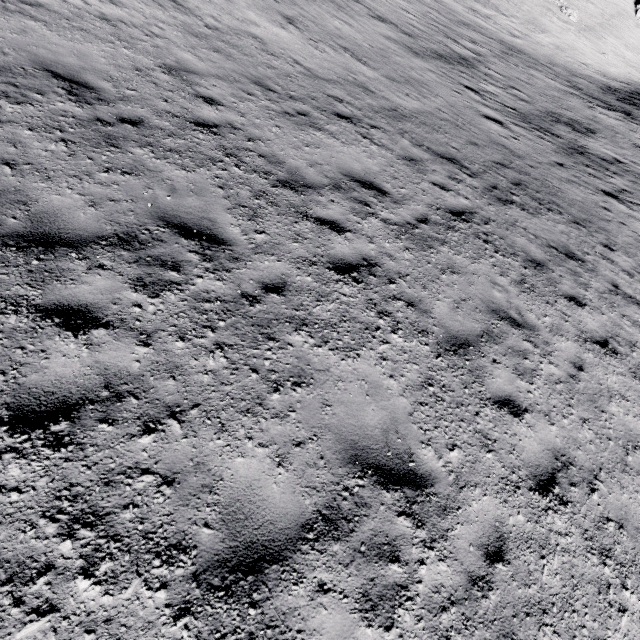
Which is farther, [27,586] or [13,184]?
[13,184]
